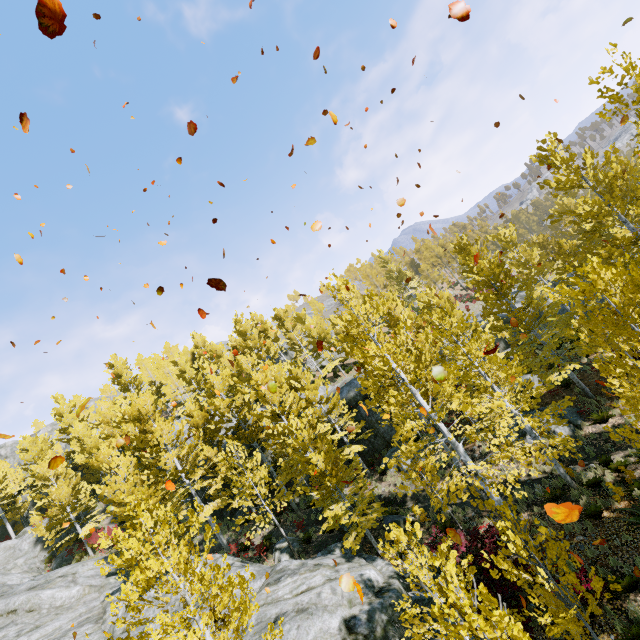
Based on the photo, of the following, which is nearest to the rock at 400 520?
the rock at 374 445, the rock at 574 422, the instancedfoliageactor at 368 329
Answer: the instancedfoliageactor at 368 329

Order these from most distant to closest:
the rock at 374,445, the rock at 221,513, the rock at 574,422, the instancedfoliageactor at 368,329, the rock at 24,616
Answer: the rock at 221,513
the rock at 374,445
the rock at 24,616
the rock at 574,422
the instancedfoliageactor at 368,329

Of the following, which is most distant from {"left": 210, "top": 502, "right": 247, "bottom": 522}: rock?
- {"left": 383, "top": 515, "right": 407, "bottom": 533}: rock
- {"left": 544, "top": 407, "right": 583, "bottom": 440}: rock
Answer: {"left": 544, "top": 407, "right": 583, "bottom": 440}: rock

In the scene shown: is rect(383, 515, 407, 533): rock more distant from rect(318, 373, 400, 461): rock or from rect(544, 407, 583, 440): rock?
rect(544, 407, 583, 440): rock

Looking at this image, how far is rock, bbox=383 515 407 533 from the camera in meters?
14.7 m

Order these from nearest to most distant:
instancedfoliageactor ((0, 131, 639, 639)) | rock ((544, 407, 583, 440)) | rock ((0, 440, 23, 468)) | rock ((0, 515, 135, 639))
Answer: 1. instancedfoliageactor ((0, 131, 639, 639))
2. rock ((544, 407, 583, 440))
3. rock ((0, 515, 135, 639))
4. rock ((0, 440, 23, 468))

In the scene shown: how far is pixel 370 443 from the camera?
23.0m
